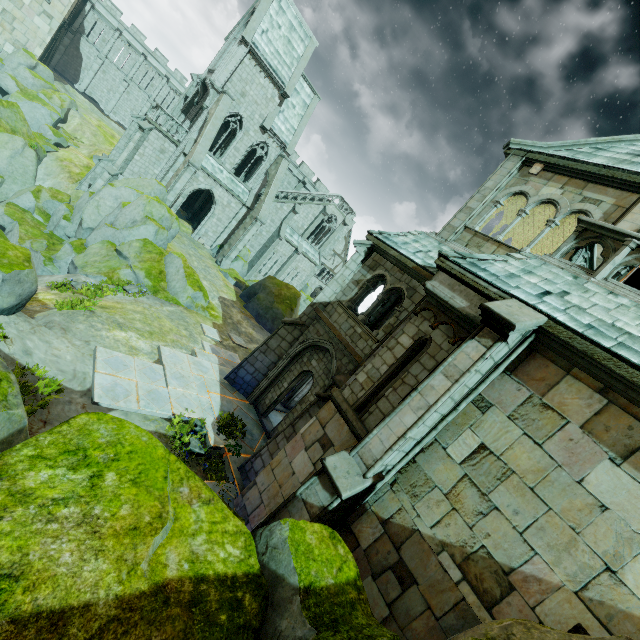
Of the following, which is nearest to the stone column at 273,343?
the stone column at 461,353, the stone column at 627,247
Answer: the stone column at 461,353

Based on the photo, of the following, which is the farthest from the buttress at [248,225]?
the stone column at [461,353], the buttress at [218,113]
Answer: the stone column at [461,353]

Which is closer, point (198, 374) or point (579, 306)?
point (579, 306)

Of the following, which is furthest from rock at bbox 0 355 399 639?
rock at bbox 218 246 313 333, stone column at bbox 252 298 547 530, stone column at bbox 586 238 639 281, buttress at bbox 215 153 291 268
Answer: buttress at bbox 215 153 291 268

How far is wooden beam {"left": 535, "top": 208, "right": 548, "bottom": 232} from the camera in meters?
12.0 m

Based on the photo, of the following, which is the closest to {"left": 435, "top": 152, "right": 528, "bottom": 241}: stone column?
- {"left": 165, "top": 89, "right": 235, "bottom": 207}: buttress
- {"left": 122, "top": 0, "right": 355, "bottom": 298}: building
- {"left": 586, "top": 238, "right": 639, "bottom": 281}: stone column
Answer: {"left": 586, "top": 238, "right": 639, "bottom": 281}: stone column

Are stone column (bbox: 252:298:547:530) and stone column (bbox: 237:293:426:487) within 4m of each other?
yes

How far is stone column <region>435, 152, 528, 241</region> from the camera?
11.3m
